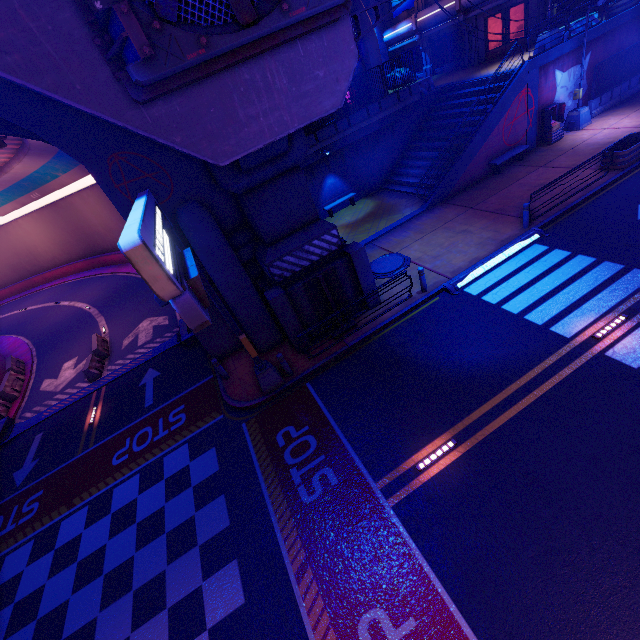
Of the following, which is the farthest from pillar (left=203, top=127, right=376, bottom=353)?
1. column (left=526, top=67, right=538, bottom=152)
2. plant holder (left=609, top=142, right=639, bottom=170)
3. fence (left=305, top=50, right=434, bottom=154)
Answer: A: column (left=526, top=67, right=538, bottom=152)

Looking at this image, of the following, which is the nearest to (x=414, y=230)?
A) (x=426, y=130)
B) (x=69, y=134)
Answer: (x=426, y=130)

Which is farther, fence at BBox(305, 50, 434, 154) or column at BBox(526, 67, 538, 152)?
fence at BBox(305, 50, 434, 154)

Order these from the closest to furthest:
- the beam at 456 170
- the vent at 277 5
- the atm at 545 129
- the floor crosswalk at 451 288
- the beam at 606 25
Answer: the vent at 277 5
the floor crosswalk at 451 288
the beam at 456 170
the beam at 606 25
the atm at 545 129

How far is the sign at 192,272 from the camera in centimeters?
372cm

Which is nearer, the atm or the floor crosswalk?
the floor crosswalk

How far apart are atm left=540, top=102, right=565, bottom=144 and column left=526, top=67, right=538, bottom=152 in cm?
32

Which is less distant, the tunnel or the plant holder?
the plant holder
